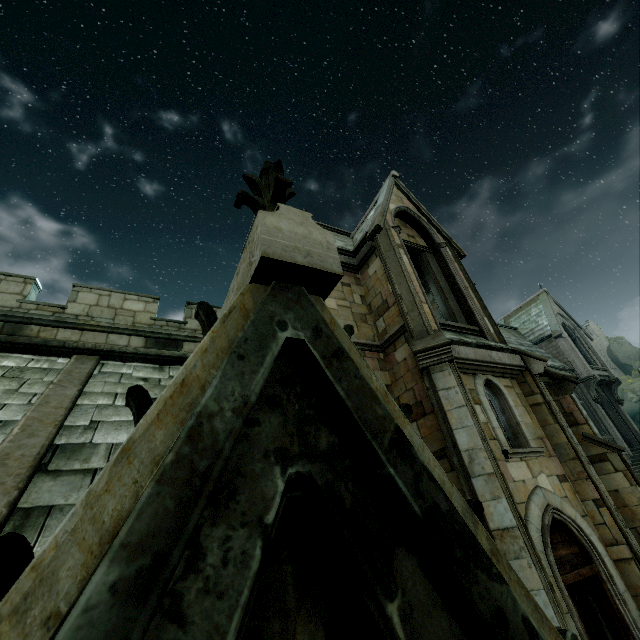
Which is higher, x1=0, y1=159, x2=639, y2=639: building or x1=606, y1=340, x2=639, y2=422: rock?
x1=606, y1=340, x2=639, y2=422: rock

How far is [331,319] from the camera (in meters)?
1.71

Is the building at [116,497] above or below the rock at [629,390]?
below

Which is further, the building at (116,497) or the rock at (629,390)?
the rock at (629,390)

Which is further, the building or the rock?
the rock
